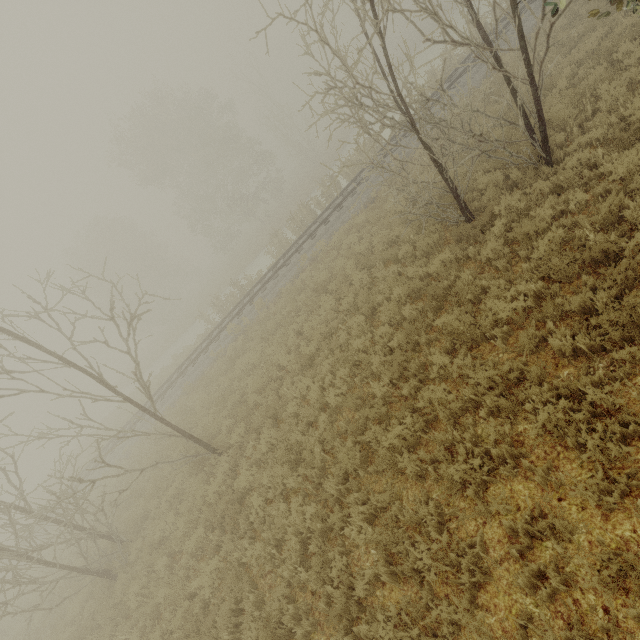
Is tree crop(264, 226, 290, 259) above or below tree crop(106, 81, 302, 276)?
below

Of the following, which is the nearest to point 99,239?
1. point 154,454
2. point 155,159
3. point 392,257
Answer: point 155,159

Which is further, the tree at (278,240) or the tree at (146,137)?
the tree at (146,137)

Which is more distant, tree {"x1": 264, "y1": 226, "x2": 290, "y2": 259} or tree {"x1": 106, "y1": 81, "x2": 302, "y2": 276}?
tree {"x1": 106, "y1": 81, "x2": 302, "y2": 276}

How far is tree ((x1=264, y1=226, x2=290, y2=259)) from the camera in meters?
21.2 m

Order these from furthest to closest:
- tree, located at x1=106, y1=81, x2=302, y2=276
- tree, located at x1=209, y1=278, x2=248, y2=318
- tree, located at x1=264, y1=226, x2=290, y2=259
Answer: tree, located at x1=106, y1=81, x2=302, y2=276
tree, located at x1=209, y1=278, x2=248, y2=318
tree, located at x1=264, y1=226, x2=290, y2=259

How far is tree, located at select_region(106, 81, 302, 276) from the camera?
31.0 meters

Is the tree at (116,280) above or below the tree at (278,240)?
above
